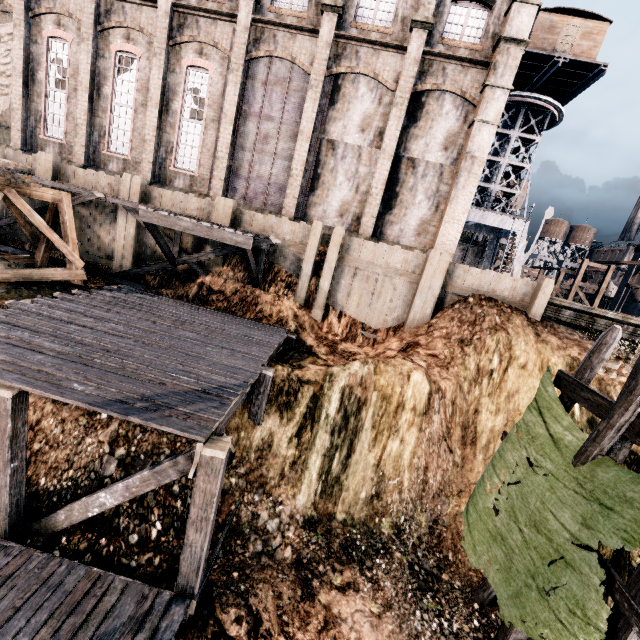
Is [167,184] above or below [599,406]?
above

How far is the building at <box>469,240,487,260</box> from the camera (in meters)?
45.31

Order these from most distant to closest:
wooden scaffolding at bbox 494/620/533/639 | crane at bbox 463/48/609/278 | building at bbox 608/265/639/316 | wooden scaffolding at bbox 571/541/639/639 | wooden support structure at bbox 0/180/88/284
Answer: building at bbox 608/265/639/316
crane at bbox 463/48/609/278
wooden support structure at bbox 0/180/88/284
wooden scaffolding at bbox 494/620/533/639
wooden scaffolding at bbox 571/541/639/639

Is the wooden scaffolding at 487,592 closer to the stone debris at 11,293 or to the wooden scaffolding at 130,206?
the wooden scaffolding at 130,206

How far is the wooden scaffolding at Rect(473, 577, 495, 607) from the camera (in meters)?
9.26

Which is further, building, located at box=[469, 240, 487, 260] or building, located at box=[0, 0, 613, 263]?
building, located at box=[469, 240, 487, 260]

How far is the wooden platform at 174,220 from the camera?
12.86m

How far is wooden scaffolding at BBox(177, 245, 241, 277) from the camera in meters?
15.4 m
